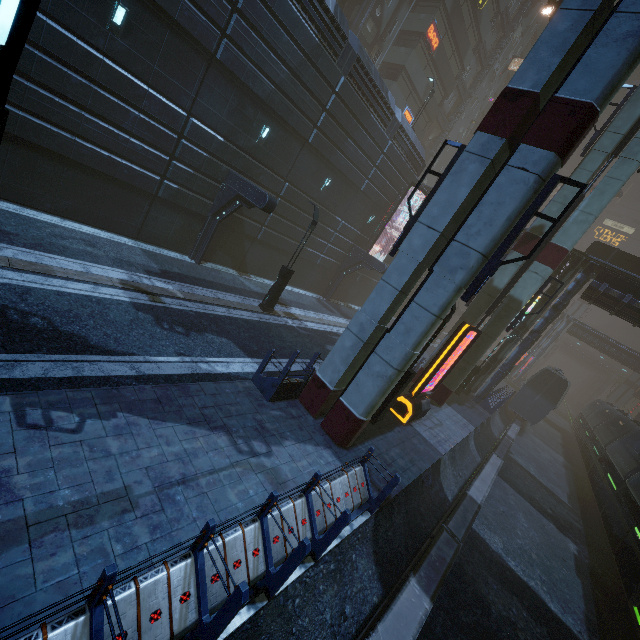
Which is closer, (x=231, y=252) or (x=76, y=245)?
(x=76, y=245)

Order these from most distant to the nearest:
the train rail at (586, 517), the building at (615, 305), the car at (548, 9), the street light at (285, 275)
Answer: the building at (615, 305) → the car at (548, 9) → the street light at (285, 275) → the train rail at (586, 517)

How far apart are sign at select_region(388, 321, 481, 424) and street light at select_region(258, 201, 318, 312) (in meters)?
7.47

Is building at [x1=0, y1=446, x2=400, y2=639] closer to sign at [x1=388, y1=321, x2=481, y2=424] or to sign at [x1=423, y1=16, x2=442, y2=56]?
sign at [x1=423, y1=16, x2=442, y2=56]

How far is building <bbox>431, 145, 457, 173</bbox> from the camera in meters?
47.4 m

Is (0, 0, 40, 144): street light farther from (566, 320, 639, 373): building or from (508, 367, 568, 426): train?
(508, 367, 568, 426): train

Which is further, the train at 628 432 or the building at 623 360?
the building at 623 360

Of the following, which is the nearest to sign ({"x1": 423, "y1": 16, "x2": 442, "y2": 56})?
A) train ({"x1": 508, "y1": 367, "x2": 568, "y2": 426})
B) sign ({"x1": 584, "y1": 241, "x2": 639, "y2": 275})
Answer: sign ({"x1": 584, "y1": 241, "x2": 639, "y2": 275})
